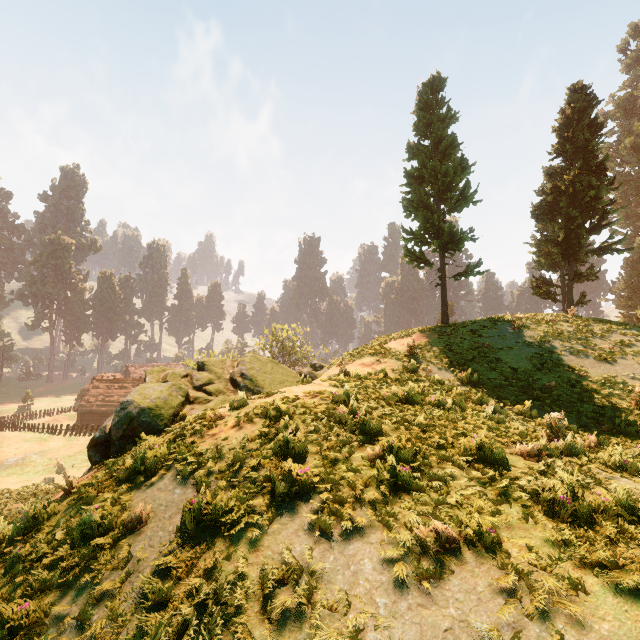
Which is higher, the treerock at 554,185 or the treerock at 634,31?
the treerock at 634,31

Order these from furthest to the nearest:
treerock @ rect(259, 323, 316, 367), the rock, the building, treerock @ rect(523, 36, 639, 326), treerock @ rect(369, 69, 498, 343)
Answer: treerock @ rect(259, 323, 316, 367)
the building
treerock @ rect(523, 36, 639, 326)
treerock @ rect(369, 69, 498, 343)
the rock

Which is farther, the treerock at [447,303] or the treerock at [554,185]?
the treerock at [554,185]

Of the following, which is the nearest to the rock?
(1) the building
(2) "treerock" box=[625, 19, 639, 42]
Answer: (2) "treerock" box=[625, 19, 639, 42]

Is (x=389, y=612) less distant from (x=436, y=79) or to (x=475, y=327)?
(x=475, y=327)

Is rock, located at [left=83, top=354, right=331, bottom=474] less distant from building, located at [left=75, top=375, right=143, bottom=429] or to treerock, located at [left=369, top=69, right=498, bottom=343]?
treerock, located at [left=369, top=69, right=498, bottom=343]
